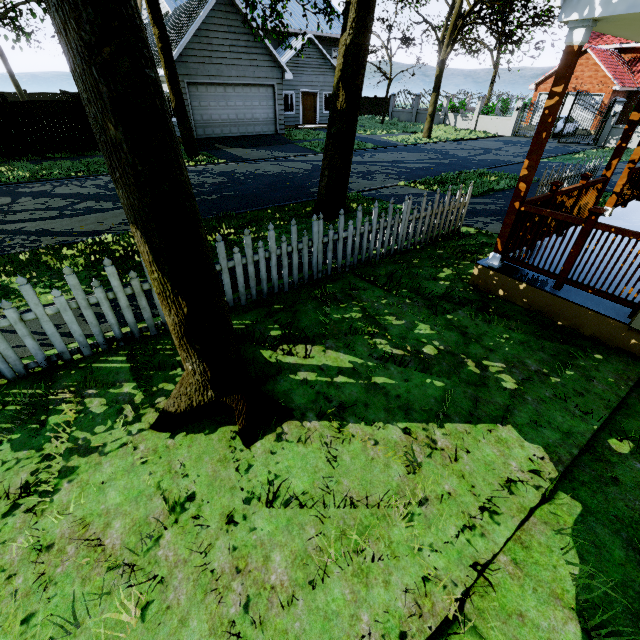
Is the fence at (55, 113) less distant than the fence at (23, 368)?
No

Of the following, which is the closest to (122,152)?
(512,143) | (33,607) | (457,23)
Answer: (33,607)

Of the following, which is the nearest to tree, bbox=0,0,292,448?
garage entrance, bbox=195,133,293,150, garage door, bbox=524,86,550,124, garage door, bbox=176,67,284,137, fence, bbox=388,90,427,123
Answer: fence, bbox=388,90,427,123

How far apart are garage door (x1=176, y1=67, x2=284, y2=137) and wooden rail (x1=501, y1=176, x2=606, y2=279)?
17.72m

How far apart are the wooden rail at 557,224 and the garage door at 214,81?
17.7m

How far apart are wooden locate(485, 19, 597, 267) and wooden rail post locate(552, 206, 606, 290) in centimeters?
77cm

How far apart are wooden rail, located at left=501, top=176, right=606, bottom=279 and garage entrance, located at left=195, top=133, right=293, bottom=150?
16.4 meters

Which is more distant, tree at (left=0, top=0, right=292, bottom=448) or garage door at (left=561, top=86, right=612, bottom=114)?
garage door at (left=561, top=86, right=612, bottom=114)
